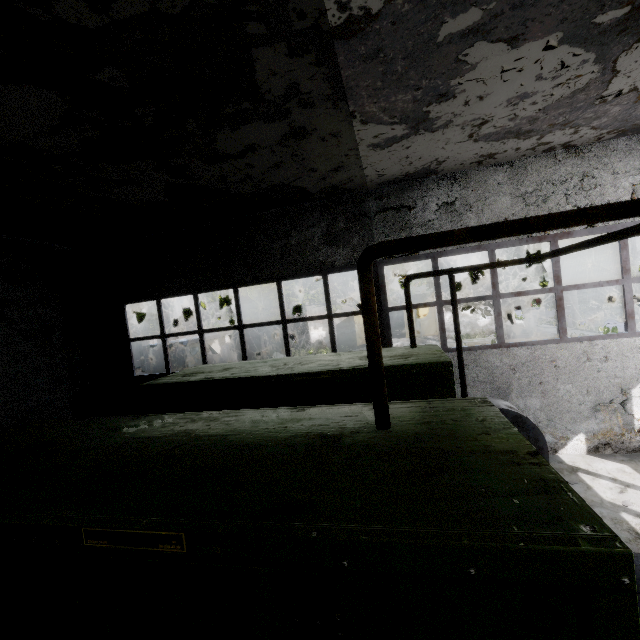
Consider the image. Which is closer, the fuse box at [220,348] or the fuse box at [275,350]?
the fuse box at [220,348]

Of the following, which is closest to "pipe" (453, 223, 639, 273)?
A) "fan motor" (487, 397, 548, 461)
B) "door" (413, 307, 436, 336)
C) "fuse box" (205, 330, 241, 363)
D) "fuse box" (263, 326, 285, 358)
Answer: "fuse box" (205, 330, 241, 363)

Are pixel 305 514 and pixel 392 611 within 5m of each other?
yes

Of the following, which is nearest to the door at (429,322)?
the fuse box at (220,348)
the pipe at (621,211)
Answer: the fuse box at (220,348)

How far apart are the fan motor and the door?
24.0m

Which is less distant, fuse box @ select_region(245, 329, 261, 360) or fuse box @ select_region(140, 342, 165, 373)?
fuse box @ select_region(140, 342, 165, 373)

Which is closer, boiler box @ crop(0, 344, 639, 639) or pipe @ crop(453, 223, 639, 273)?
boiler box @ crop(0, 344, 639, 639)

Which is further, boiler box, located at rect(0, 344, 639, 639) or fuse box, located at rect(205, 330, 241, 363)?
fuse box, located at rect(205, 330, 241, 363)
